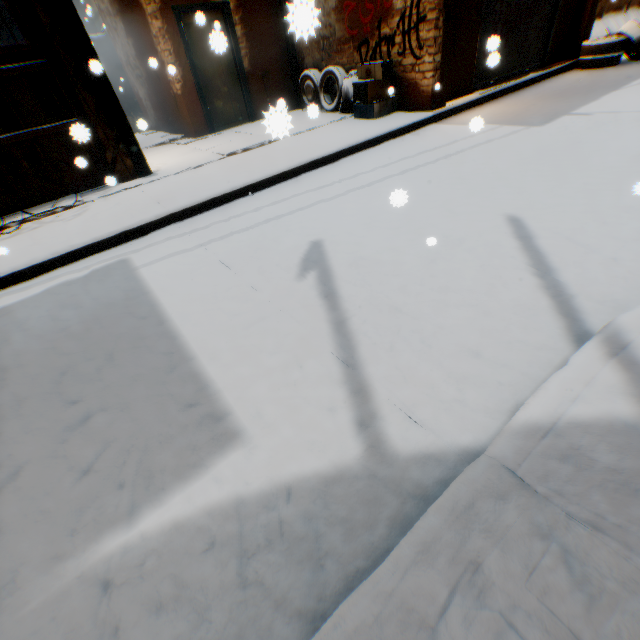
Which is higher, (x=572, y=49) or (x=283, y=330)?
(x=572, y=49)

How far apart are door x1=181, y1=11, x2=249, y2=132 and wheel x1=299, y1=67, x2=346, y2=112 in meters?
0.4 m

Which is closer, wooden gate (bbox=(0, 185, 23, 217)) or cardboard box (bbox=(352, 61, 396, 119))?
wooden gate (bbox=(0, 185, 23, 217))

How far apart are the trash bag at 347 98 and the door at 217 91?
1.91m

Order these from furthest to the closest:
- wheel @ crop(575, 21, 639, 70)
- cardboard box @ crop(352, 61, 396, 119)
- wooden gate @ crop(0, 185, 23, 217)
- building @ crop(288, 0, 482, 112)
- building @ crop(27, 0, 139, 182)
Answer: wheel @ crop(575, 21, 639, 70) → cardboard box @ crop(352, 61, 396, 119) → building @ crop(288, 0, 482, 112) → wooden gate @ crop(0, 185, 23, 217) → building @ crop(27, 0, 139, 182)

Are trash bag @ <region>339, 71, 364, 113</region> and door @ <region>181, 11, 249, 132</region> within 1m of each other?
no

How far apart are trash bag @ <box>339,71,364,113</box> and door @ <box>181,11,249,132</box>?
1.9m

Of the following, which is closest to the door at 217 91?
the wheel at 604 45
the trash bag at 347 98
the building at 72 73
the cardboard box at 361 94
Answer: the building at 72 73
